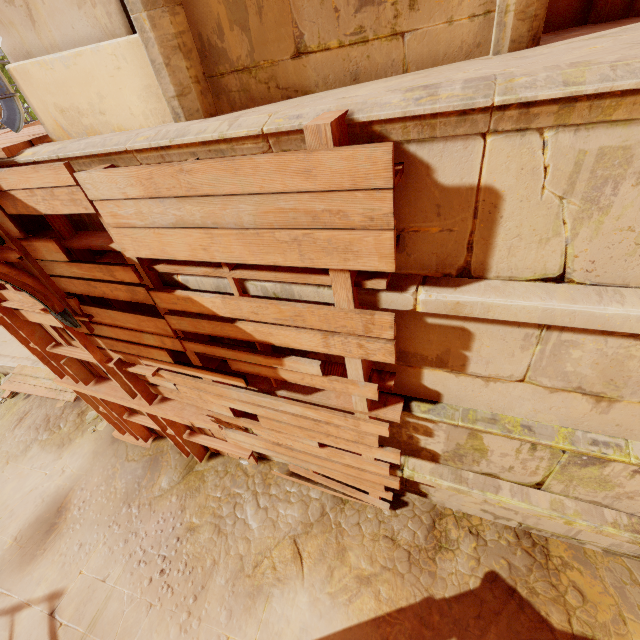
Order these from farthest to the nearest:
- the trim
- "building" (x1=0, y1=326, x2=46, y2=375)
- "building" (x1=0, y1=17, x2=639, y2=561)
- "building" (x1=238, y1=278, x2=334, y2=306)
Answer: "building" (x1=0, y1=326, x2=46, y2=375) < the trim < "building" (x1=238, y1=278, x2=334, y2=306) < "building" (x1=0, y1=17, x2=639, y2=561)

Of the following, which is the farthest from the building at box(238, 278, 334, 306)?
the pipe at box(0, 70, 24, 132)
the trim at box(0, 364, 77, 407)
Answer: the trim at box(0, 364, 77, 407)

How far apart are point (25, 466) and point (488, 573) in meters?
8.5 m

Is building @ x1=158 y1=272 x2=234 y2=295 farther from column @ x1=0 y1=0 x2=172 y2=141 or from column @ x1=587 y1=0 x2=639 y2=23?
column @ x1=587 y1=0 x2=639 y2=23

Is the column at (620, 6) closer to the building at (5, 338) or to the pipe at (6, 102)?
the building at (5, 338)

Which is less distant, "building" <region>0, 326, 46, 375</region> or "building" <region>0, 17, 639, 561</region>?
"building" <region>0, 17, 639, 561</region>

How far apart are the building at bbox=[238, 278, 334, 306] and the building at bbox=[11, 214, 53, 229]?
0.2m

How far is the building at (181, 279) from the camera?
2.4 meters
